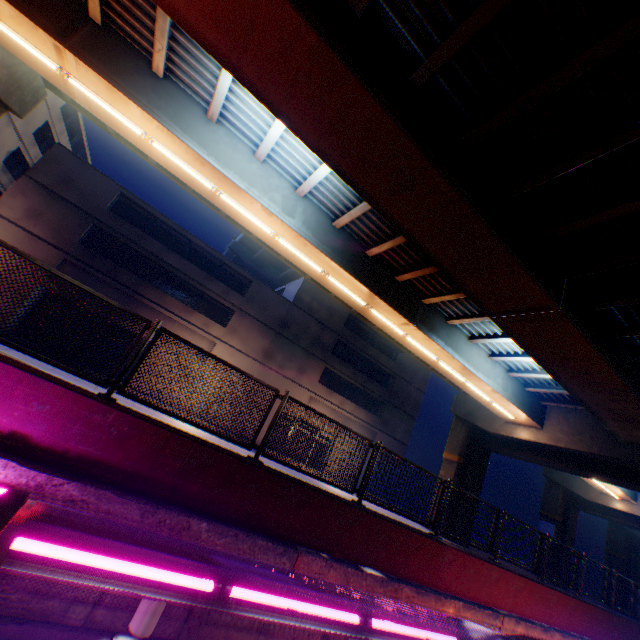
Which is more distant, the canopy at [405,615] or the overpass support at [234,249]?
the overpass support at [234,249]

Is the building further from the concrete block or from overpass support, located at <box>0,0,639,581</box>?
the concrete block

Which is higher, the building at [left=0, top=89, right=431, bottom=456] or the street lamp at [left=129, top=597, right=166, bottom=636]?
the building at [left=0, top=89, right=431, bottom=456]

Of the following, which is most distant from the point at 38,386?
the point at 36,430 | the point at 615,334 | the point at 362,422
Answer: the point at 362,422

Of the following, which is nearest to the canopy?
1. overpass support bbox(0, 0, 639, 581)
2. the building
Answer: overpass support bbox(0, 0, 639, 581)

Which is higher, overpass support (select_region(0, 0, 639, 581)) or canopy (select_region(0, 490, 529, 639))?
overpass support (select_region(0, 0, 639, 581))

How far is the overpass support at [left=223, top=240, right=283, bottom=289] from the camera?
51.88m

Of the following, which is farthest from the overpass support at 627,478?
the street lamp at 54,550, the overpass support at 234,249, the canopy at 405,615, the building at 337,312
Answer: the building at 337,312
